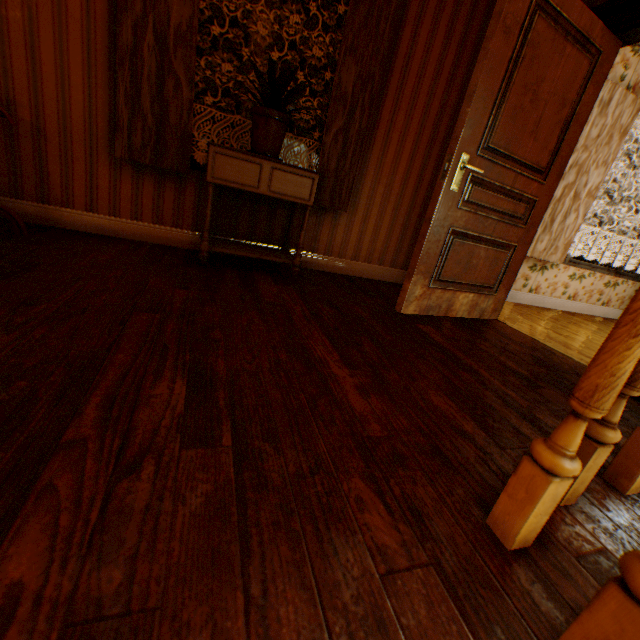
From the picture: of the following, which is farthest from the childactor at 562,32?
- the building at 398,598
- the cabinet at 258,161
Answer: the cabinet at 258,161

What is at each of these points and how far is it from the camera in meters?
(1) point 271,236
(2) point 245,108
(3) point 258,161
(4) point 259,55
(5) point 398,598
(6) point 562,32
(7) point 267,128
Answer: (1) building, 3.1
(2) building, 2.7
(3) cabinet, 2.3
(4) building, 2.6
(5) building, 0.6
(6) childactor, 2.1
(7) flower pot, 2.3

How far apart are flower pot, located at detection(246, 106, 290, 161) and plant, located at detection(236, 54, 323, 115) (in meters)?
0.04

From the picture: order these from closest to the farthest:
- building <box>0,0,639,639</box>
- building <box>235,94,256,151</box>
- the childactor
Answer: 1. building <box>0,0,639,639</box>
2. the childactor
3. building <box>235,94,256,151</box>

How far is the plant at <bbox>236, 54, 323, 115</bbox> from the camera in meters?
2.1 m

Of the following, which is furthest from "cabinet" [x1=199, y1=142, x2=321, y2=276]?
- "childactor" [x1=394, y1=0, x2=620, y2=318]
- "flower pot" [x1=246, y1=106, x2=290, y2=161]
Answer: "childactor" [x1=394, y1=0, x2=620, y2=318]

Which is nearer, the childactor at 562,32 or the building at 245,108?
the childactor at 562,32

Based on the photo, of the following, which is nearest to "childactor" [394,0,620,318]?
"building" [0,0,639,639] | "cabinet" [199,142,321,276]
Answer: "building" [0,0,639,639]
